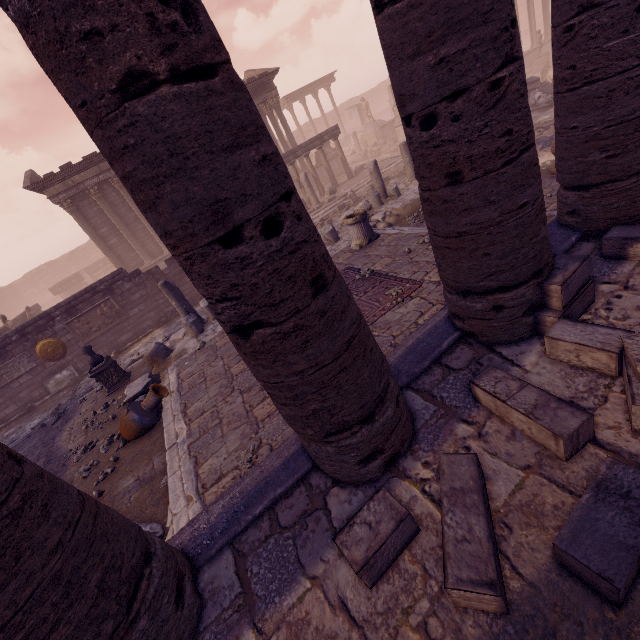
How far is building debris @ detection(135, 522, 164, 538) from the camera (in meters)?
4.31

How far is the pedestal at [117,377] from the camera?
9.1m

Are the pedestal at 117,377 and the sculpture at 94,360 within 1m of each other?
yes

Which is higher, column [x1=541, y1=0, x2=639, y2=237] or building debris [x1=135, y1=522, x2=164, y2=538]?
column [x1=541, y1=0, x2=639, y2=237]

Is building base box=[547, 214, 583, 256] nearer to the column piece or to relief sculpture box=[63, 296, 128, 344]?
the column piece

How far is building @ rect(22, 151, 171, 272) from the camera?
17.4m

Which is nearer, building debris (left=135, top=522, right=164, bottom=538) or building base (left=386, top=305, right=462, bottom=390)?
building base (left=386, top=305, right=462, bottom=390)

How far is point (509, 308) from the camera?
Answer: 3.2 meters
